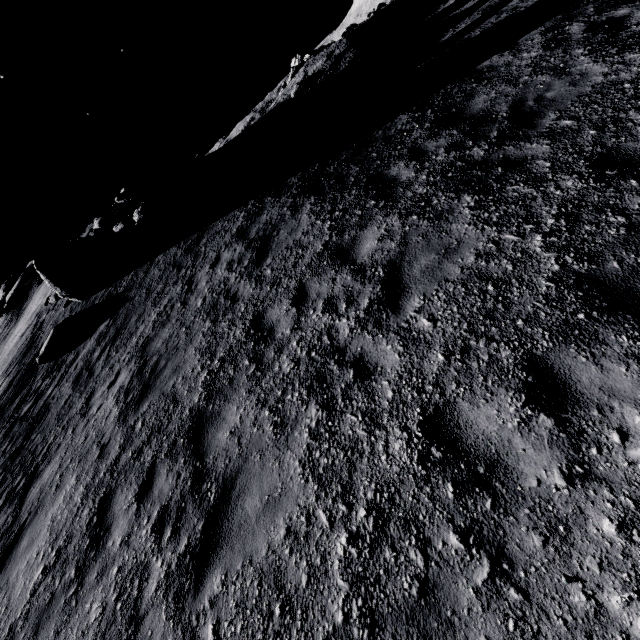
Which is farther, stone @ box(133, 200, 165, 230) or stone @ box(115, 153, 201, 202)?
stone @ box(115, 153, 201, 202)

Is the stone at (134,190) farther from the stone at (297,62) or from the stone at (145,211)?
the stone at (297,62)

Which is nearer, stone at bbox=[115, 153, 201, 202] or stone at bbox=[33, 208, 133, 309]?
stone at bbox=[33, 208, 133, 309]

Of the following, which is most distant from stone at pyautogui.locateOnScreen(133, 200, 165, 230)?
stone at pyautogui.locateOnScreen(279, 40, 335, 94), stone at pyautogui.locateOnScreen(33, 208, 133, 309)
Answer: stone at pyautogui.locateOnScreen(279, 40, 335, 94)

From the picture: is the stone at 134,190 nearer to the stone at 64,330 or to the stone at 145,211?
the stone at 145,211

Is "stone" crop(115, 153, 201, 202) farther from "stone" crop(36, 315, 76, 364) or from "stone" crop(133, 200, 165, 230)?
"stone" crop(36, 315, 76, 364)

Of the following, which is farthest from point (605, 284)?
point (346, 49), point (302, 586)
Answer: point (346, 49)

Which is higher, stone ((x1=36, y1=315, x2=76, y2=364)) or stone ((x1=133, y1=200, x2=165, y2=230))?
stone ((x1=133, y1=200, x2=165, y2=230))
